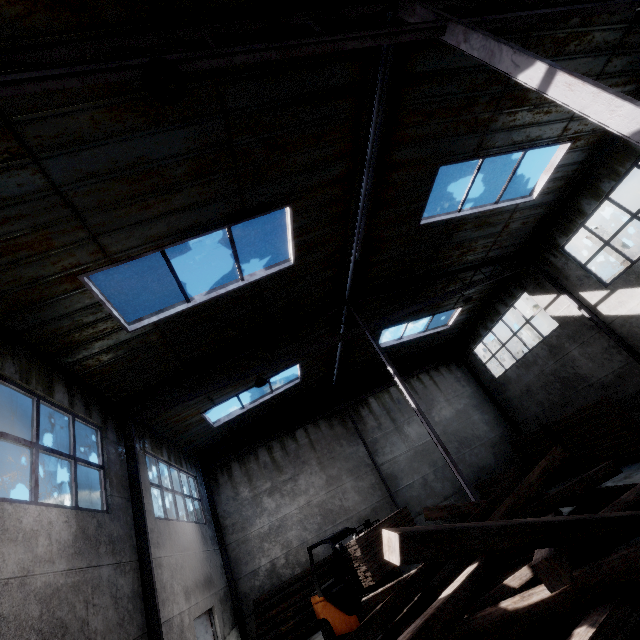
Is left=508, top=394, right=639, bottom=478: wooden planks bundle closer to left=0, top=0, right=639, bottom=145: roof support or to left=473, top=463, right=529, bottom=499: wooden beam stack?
left=473, top=463, right=529, bottom=499: wooden beam stack

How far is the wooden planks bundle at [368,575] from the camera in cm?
780

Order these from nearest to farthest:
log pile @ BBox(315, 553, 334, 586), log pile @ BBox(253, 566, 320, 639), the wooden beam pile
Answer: the wooden beam pile → log pile @ BBox(253, 566, 320, 639) → log pile @ BBox(315, 553, 334, 586)

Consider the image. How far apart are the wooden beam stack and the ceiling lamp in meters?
15.8

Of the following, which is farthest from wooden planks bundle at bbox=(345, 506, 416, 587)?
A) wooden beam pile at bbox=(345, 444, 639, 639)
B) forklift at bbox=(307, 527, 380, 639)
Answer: wooden beam pile at bbox=(345, 444, 639, 639)

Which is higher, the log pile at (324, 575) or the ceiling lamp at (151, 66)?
the ceiling lamp at (151, 66)

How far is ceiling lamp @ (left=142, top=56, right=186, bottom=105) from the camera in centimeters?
329cm

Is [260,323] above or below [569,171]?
above
